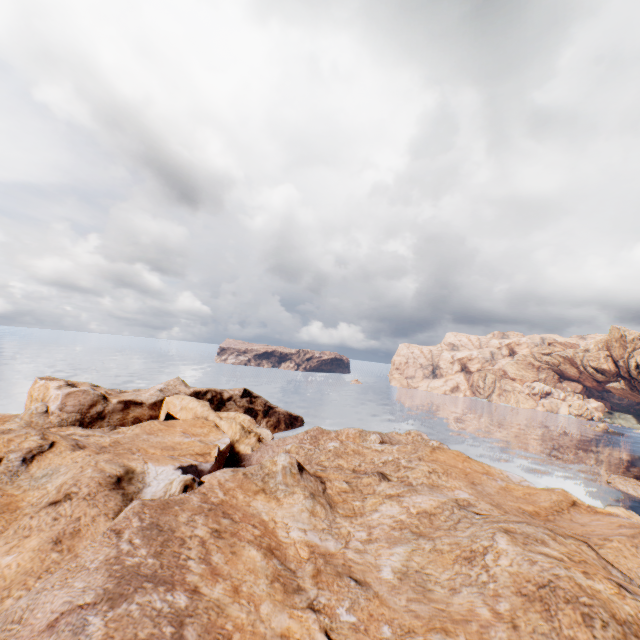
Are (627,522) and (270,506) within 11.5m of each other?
no
